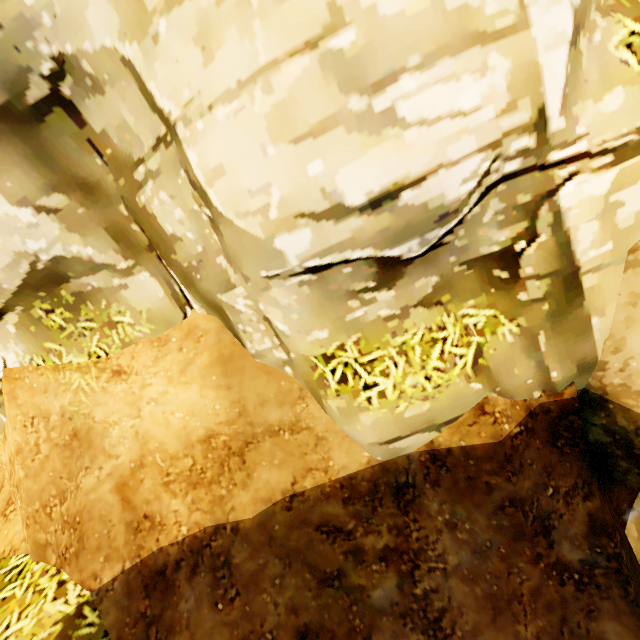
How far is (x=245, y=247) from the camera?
2.2m
